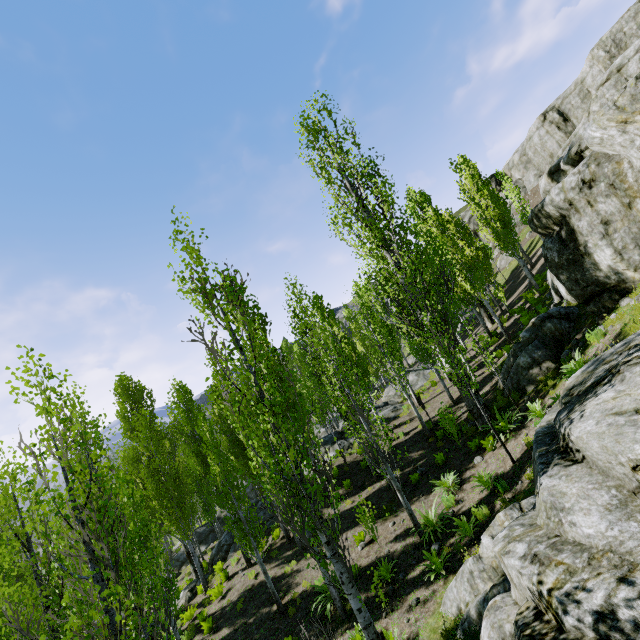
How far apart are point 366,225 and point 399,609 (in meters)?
13.91

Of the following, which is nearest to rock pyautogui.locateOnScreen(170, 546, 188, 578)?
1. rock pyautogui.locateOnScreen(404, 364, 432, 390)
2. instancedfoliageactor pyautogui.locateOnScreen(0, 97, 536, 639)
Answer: instancedfoliageactor pyautogui.locateOnScreen(0, 97, 536, 639)

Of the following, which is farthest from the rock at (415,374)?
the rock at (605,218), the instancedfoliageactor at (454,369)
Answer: the rock at (605,218)

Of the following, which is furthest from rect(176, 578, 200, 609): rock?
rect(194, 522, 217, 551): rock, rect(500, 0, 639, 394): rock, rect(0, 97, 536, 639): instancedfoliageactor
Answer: rect(500, 0, 639, 394): rock

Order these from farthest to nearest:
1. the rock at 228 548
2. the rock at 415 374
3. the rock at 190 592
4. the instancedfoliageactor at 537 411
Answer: the rock at 415 374 → the rock at 228 548 → the rock at 190 592 → the instancedfoliageactor at 537 411

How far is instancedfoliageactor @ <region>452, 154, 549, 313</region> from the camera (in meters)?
22.34

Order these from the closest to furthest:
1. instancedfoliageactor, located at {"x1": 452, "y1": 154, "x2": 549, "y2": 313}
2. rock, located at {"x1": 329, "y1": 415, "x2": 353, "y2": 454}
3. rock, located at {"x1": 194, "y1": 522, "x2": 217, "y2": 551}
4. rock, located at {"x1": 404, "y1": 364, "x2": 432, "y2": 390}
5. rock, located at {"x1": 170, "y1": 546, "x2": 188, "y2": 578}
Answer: rock, located at {"x1": 329, "y1": 415, "x2": 353, "y2": 454}, instancedfoliageactor, located at {"x1": 452, "y1": 154, "x2": 549, "y2": 313}, rock, located at {"x1": 404, "y1": 364, "x2": 432, "y2": 390}, rock, located at {"x1": 170, "y1": 546, "x2": 188, "y2": 578}, rock, located at {"x1": 194, "y1": 522, "x2": 217, "y2": 551}

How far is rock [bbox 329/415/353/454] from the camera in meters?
21.2
